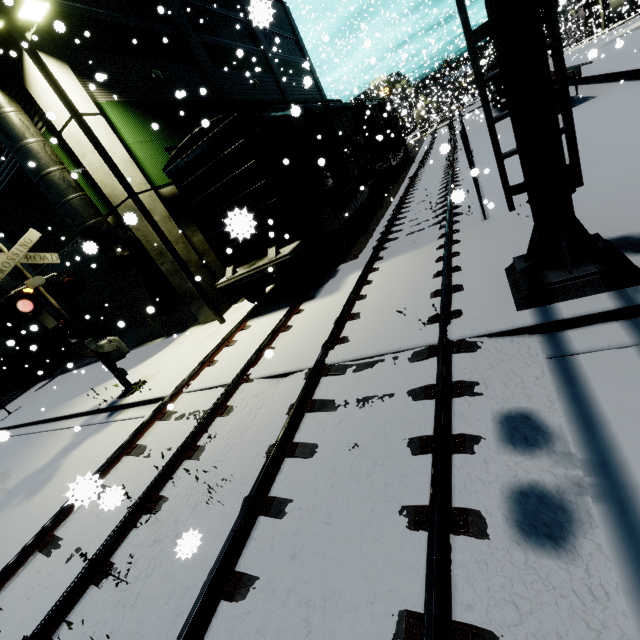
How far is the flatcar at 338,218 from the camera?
11.1m

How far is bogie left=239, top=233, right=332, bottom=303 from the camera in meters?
9.2

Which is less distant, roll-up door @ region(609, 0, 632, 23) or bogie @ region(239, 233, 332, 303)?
bogie @ region(239, 233, 332, 303)

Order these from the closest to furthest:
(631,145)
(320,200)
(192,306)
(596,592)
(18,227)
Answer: (596,592), (631,145), (320,200), (192,306), (18,227)

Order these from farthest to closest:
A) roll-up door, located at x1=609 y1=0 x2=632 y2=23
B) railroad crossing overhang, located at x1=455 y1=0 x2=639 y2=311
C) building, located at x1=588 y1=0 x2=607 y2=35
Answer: roll-up door, located at x1=609 y1=0 x2=632 y2=23
building, located at x1=588 y1=0 x2=607 y2=35
railroad crossing overhang, located at x1=455 y1=0 x2=639 y2=311

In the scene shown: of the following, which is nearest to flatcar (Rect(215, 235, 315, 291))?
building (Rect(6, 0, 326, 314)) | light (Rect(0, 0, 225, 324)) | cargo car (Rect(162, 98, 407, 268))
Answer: cargo car (Rect(162, 98, 407, 268))

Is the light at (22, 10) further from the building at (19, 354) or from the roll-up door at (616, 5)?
the roll-up door at (616, 5)

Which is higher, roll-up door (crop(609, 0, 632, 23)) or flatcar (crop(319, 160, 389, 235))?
roll-up door (crop(609, 0, 632, 23))
